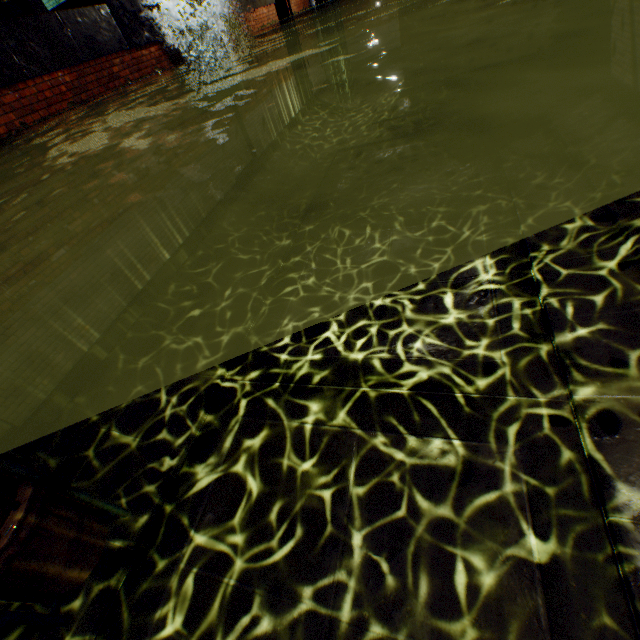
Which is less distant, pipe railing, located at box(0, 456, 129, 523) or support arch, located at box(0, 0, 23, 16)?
pipe railing, located at box(0, 456, 129, 523)

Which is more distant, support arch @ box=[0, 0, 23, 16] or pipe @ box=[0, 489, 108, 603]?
support arch @ box=[0, 0, 23, 16]

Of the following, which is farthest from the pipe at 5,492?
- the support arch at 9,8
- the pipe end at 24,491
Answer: the support arch at 9,8

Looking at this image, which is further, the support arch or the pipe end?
the support arch

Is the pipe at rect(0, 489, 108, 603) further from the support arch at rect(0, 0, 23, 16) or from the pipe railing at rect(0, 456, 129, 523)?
the support arch at rect(0, 0, 23, 16)

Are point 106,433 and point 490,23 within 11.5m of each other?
no

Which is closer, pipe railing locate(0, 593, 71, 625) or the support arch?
pipe railing locate(0, 593, 71, 625)
